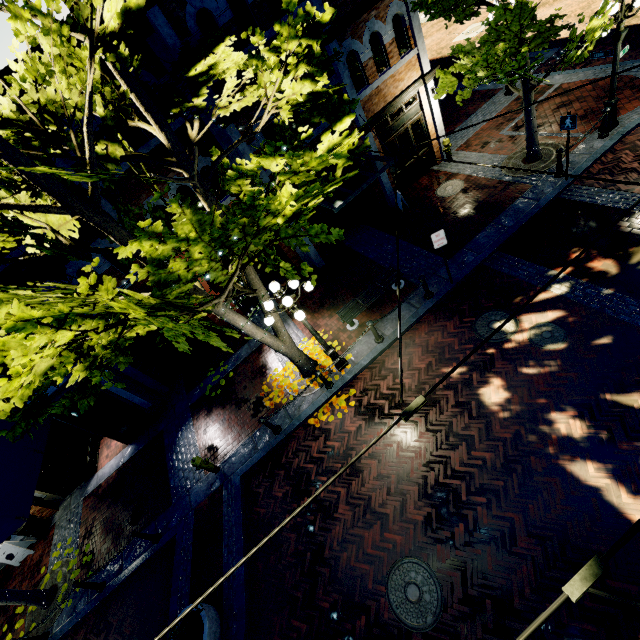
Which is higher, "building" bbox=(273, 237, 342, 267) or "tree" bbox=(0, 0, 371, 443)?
"tree" bbox=(0, 0, 371, 443)

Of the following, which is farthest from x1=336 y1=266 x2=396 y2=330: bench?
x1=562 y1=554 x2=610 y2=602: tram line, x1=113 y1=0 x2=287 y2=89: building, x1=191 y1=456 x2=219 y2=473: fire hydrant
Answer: x1=113 y1=0 x2=287 y2=89: building

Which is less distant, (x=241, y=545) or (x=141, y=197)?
(x=241, y=545)

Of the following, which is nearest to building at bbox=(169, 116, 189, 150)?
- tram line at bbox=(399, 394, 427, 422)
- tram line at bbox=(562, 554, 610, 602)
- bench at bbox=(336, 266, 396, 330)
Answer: tram line at bbox=(562, 554, 610, 602)

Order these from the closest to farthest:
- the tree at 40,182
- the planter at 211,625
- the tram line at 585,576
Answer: the tram line at 585,576, the tree at 40,182, the planter at 211,625

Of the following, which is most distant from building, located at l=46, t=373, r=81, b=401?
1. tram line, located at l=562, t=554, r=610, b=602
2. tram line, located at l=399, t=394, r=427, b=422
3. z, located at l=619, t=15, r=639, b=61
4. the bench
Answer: the bench

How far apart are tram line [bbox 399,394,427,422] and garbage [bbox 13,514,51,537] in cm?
1501

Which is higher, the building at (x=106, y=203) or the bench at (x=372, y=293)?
the building at (x=106, y=203)
